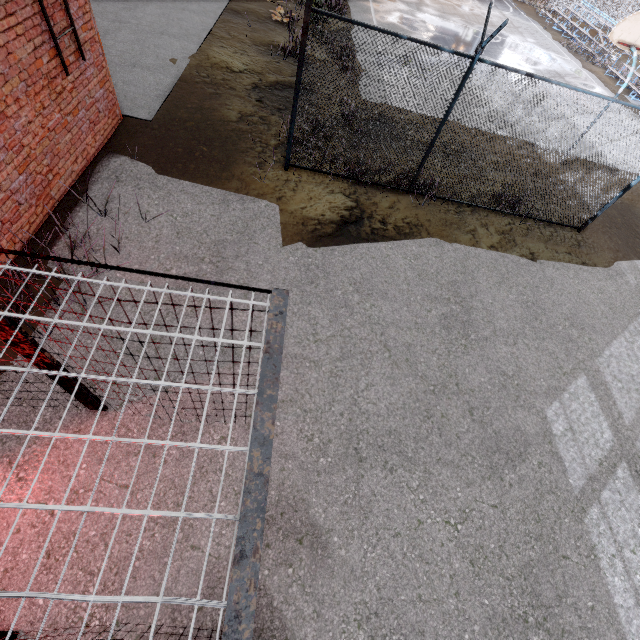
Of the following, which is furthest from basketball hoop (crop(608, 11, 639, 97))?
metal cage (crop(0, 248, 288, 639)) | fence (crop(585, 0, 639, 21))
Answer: metal cage (crop(0, 248, 288, 639))

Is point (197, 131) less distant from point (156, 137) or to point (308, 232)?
point (156, 137)

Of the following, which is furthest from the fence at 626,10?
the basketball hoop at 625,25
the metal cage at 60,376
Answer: the metal cage at 60,376

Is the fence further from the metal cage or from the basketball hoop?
the metal cage

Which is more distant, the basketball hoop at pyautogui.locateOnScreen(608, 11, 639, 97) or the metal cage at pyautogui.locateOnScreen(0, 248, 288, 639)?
the basketball hoop at pyautogui.locateOnScreen(608, 11, 639, 97)

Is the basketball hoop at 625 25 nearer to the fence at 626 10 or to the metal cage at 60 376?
the fence at 626 10
